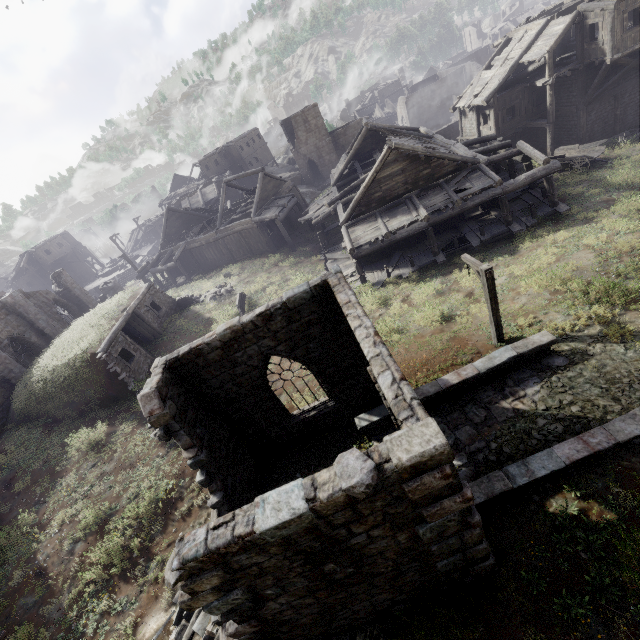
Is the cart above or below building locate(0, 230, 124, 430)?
below

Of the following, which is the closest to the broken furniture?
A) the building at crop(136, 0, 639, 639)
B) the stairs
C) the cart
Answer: the building at crop(136, 0, 639, 639)

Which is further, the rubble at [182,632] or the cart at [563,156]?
the cart at [563,156]

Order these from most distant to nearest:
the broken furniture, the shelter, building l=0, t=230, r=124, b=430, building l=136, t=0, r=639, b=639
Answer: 1. the broken furniture
2. building l=0, t=230, r=124, b=430
3. the shelter
4. building l=136, t=0, r=639, b=639

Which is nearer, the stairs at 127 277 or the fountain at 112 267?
the stairs at 127 277

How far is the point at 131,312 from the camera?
20.0 meters

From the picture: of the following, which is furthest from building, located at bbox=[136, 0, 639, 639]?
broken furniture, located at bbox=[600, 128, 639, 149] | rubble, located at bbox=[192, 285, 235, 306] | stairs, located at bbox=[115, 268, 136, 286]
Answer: rubble, located at bbox=[192, 285, 235, 306]

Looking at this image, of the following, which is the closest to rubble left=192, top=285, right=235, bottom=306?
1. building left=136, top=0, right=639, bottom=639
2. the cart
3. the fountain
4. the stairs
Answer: building left=136, top=0, right=639, bottom=639
